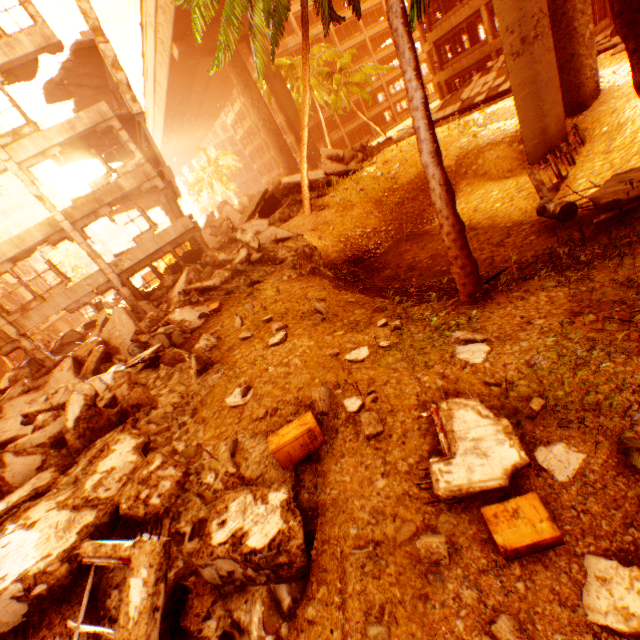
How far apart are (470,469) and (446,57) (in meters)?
36.73

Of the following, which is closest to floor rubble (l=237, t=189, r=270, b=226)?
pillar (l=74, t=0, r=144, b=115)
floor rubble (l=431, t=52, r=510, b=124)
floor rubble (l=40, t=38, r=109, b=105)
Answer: pillar (l=74, t=0, r=144, b=115)

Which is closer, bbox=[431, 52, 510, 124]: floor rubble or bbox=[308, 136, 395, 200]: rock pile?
bbox=[308, 136, 395, 200]: rock pile

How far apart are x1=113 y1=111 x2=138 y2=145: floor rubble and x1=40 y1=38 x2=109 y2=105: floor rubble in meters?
2.5 m

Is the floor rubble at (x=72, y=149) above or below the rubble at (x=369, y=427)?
above

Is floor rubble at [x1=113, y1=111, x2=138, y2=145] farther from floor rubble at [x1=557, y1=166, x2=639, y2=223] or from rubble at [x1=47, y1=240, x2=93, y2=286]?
floor rubble at [x1=557, y1=166, x2=639, y2=223]

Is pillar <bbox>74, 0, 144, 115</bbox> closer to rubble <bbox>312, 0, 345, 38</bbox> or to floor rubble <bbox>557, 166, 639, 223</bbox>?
rubble <bbox>312, 0, 345, 38</bbox>
